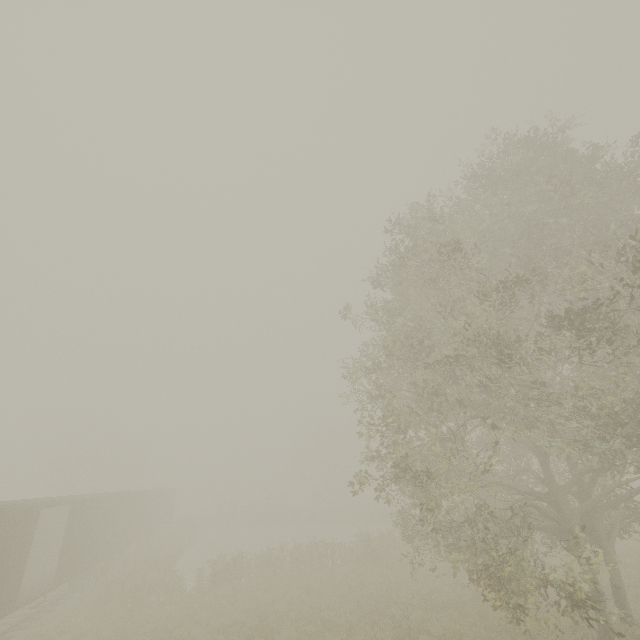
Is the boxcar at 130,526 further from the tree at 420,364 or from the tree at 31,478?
the tree at 31,478

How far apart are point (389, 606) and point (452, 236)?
16.07m

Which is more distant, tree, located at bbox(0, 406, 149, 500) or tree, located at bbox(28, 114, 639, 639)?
tree, located at bbox(0, 406, 149, 500)

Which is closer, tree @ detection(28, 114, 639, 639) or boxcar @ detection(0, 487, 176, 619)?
tree @ detection(28, 114, 639, 639)

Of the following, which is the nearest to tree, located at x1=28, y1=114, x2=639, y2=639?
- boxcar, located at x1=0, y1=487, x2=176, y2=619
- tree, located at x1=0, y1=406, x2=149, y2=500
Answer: boxcar, located at x1=0, y1=487, x2=176, y2=619

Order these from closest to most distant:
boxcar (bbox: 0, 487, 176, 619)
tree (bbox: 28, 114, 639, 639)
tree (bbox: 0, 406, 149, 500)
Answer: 1. tree (bbox: 28, 114, 639, 639)
2. boxcar (bbox: 0, 487, 176, 619)
3. tree (bbox: 0, 406, 149, 500)

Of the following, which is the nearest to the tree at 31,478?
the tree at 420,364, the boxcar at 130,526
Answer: the boxcar at 130,526

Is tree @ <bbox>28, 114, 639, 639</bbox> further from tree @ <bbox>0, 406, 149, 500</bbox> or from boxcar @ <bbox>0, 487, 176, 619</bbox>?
tree @ <bbox>0, 406, 149, 500</bbox>
